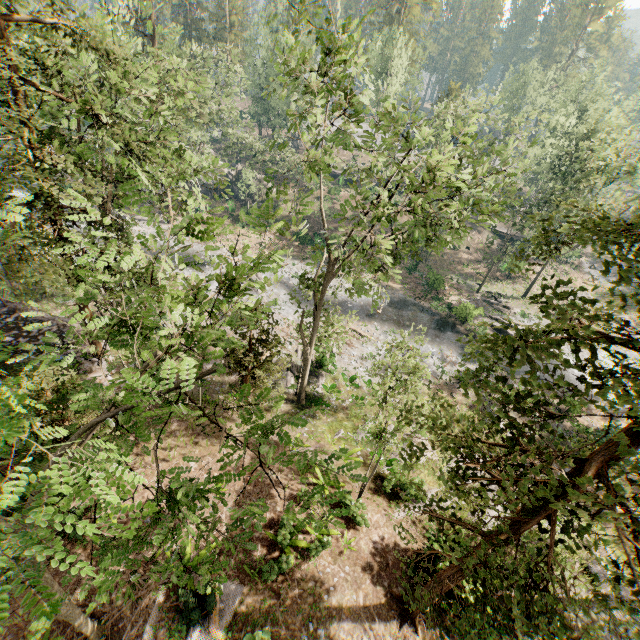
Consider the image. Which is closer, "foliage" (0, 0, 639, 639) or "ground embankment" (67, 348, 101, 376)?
"foliage" (0, 0, 639, 639)

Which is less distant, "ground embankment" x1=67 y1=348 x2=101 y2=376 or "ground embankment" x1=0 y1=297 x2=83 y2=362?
"ground embankment" x1=67 y1=348 x2=101 y2=376

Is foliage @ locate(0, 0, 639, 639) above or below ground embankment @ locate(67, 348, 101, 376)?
above

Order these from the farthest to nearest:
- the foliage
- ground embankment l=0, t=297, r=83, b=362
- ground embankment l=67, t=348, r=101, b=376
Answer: ground embankment l=0, t=297, r=83, b=362 < ground embankment l=67, t=348, r=101, b=376 < the foliage

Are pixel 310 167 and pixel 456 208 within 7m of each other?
no

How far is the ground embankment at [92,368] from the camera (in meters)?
17.95

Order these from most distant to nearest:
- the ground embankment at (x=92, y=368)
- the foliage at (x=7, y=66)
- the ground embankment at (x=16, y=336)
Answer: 1. the ground embankment at (x=16, y=336)
2. the ground embankment at (x=92, y=368)
3. the foliage at (x=7, y=66)

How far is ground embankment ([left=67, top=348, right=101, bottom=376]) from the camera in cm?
1795
